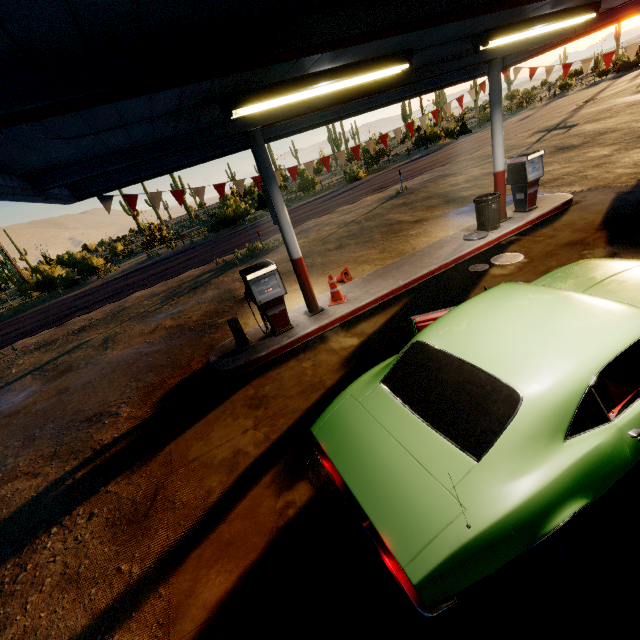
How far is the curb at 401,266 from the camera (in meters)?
6.73

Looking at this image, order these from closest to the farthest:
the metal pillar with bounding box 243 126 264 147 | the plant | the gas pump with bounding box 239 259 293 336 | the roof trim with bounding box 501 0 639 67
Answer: the metal pillar with bounding box 243 126 264 147 < the gas pump with bounding box 239 259 293 336 < the roof trim with bounding box 501 0 639 67 < the plant

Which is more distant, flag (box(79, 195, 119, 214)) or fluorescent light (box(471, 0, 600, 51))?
flag (box(79, 195, 119, 214))

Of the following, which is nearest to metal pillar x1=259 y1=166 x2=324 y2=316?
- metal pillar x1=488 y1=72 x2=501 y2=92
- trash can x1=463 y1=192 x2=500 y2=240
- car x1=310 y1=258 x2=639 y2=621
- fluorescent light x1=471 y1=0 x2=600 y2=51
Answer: car x1=310 y1=258 x2=639 y2=621

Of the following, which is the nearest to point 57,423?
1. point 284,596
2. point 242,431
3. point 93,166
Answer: point 242,431

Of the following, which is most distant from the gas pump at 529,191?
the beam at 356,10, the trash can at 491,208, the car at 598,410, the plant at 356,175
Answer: the plant at 356,175

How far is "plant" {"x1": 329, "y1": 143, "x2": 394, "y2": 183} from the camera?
28.4m

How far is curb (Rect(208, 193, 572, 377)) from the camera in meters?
6.7
